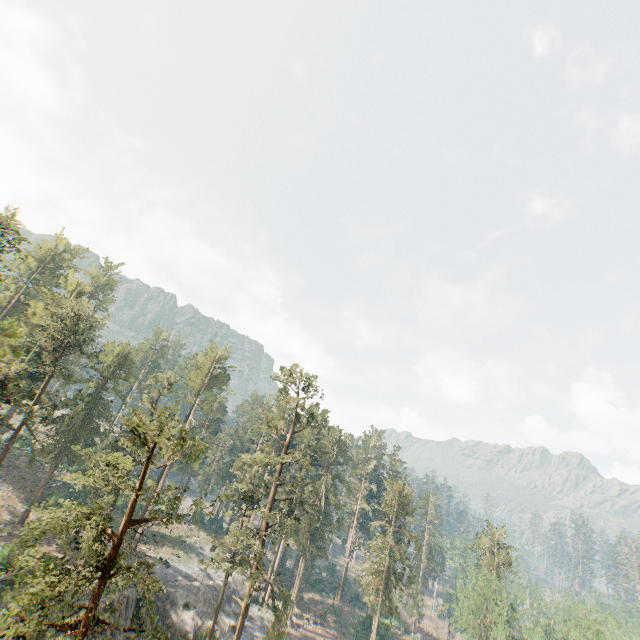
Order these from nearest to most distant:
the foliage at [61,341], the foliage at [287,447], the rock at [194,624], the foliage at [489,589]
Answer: the foliage at [61,341]
the foliage at [489,589]
the foliage at [287,447]
the rock at [194,624]

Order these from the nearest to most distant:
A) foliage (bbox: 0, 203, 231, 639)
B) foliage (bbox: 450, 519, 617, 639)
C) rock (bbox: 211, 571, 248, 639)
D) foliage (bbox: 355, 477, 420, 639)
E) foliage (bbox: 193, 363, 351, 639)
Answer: foliage (bbox: 0, 203, 231, 639) → foliage (bbox: 450, 519, 617, 639) → foliage (bbox: 193, 363, 351, 639) → rock (bbox: 211, 571, 248, 639) → foliage (bbox: 355, 477, 420, 639)

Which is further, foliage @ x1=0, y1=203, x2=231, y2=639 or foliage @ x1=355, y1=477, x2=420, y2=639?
foliage @ x1=355, y1=477, x2=420, y2=639

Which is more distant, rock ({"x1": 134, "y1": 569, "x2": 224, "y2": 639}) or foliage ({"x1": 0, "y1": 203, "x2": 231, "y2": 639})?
Result: rock ({"x1": 134, "y1": 569, "x2": 224, "y2": 639})

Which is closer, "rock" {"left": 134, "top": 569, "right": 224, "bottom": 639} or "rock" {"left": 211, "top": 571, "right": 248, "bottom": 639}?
"rock" {"left": 134, "top": 569, "right": 224, "bottom": 639}

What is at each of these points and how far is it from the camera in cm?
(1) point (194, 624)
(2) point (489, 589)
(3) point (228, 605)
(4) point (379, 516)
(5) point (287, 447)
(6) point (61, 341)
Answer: (1) rock, 3884
(2) foliage, 4138
(3) rock, 4509
(4) foliage, 4972
(5) foliage, 3775
(6) foliage, 4025

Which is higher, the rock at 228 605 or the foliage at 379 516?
the foliage at 379 516
